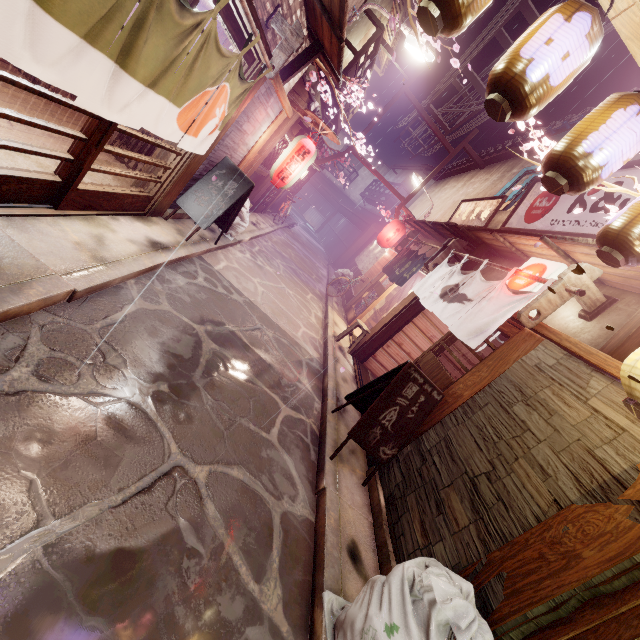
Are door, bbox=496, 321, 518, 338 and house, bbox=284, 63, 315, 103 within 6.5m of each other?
no

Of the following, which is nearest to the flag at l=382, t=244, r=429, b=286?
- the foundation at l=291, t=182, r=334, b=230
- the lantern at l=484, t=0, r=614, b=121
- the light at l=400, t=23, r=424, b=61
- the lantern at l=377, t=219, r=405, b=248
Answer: the lantern at l=377, t=219, r=405, b=248

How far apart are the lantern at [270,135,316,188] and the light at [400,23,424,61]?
3.4m

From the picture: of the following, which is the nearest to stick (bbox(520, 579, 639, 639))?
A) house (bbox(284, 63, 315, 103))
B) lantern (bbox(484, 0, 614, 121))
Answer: lantern (bbox(484, 0, 614, 121))

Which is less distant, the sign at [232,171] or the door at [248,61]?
the door at [248,61]

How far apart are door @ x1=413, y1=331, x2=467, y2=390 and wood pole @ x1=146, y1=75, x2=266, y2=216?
9.0 meters

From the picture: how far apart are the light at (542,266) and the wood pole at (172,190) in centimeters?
854cm

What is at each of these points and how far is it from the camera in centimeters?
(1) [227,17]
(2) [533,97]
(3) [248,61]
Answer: (1) door, 608cm
(2) lantern, 410cm
(3) door, 777cm
